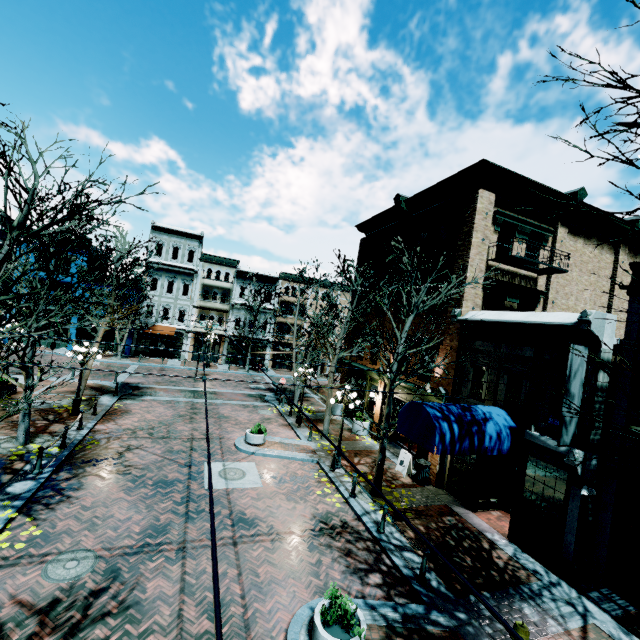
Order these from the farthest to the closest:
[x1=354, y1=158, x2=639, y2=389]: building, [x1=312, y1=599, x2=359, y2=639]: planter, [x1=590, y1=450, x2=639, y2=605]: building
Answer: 1. [x1=354, y1=158, x2=639, y2=389]: building
2. [x1=590, y1=450, x2=639, y2=605]: building
3. [x1=312, y1=599, x2=359, y2=639]: planter

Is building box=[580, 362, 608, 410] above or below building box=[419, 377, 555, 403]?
above

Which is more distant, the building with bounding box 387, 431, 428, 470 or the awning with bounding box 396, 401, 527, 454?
the building with bounding box 387, 431, 428, 470

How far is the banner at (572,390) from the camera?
9.0m

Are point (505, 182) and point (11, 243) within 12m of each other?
no

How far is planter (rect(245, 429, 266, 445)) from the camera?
15.2 meters

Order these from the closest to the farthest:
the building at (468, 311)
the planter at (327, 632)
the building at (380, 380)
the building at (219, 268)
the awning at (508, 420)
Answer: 1. the planter at (327, 632)
2. the awning at (508, 420)
3. the building at (468, 311)
4. the building at (380, 380)
5. the building at (219, 268)

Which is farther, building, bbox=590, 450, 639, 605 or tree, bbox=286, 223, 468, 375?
tree, bbox=286, 223, 468, 375
